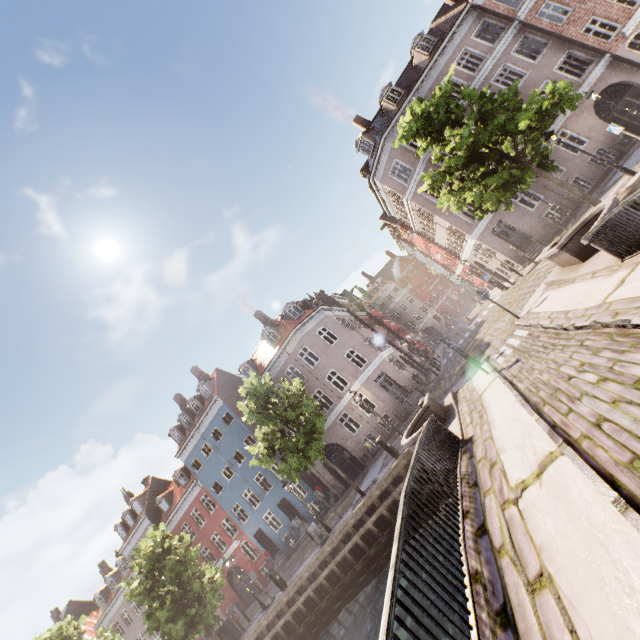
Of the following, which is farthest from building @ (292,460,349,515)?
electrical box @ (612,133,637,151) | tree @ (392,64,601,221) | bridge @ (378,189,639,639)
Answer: bridge @ (378,189,639,639)

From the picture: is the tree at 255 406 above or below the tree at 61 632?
below

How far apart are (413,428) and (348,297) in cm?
3642

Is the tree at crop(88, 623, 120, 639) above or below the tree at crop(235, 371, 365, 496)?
above

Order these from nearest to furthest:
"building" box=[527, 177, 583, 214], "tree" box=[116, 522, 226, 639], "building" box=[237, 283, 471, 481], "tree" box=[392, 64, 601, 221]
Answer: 1. "tree" box=[392, 64, 601, 221]
2. "tree" box=[116, 522, 226, 639]
3. "building" box=[527, 177, 583, 214]
4. "building" box=[237, 283, 471, 481]

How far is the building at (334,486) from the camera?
25.1m

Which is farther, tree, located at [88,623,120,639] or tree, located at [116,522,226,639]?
tree, located at [88,623,120,639]

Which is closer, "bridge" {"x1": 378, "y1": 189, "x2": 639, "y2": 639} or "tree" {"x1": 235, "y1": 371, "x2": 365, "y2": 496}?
"bridge" {"x1": 378, "y1": 189, "x2": 639, "y2": 639}
